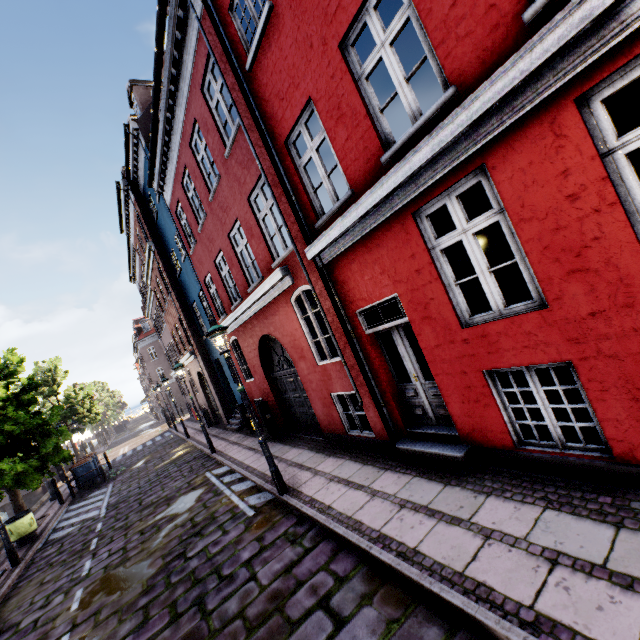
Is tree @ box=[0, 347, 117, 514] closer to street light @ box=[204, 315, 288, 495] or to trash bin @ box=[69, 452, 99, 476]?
street light @ box=[204, 315, 288, 495]

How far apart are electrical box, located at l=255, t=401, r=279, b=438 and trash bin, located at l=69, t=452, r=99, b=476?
12.2 meters

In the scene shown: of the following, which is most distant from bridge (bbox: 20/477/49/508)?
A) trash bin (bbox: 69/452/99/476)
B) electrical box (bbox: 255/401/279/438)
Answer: electrical box (bbox: 255/401/279/438)

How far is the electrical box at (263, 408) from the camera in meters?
11.0

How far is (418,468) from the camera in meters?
A: 5.5 m

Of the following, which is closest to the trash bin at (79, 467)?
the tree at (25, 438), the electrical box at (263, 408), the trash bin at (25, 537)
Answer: the tree at (25, 438)

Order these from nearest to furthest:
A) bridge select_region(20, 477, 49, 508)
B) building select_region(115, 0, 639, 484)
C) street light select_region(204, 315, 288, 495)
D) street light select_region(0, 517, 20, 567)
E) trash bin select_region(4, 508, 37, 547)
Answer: building select_region(115, 0, 639, 484)
street light select_region(204, 315, 288, 495)
street light select_region(0, 517, 20, 567)
trash bin select_region(4, 508, 37, 547)
bridge select_region(20, 477, 49, 508)

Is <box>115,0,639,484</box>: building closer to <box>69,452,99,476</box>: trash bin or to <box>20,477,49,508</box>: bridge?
<box>69,452,99,476</box>: trash bin
